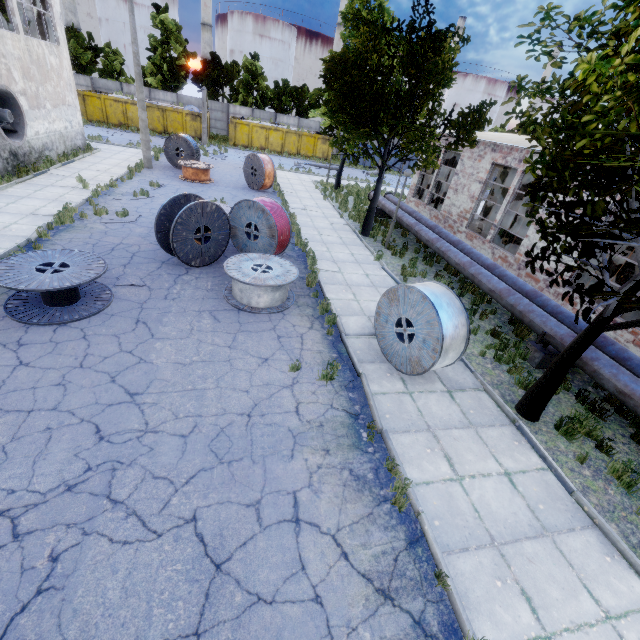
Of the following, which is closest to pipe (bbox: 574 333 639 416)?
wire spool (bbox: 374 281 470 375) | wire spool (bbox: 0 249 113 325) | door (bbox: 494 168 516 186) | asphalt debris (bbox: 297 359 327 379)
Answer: wire spool (bbox: 374 281 470 375)

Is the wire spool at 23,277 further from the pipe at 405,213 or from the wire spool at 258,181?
the wire spool at 258,181

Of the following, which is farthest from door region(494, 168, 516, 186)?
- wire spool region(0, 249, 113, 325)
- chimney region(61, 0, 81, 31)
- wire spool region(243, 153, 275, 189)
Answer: chimney region(61, 0, 81, 31)

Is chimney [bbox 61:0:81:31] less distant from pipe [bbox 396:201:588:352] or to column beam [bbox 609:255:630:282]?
pipe [bbox 396:201:588:352]

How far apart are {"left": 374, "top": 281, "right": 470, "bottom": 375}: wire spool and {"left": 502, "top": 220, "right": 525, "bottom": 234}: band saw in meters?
9.7

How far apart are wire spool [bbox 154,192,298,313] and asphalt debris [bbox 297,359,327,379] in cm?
488

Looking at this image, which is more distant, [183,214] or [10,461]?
[183,214]

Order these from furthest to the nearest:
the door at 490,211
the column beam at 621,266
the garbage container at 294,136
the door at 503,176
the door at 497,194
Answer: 1. the garbage container at 294,136
2. the door at 490,211
3. the door at 497,194
4. the door at 503,176
5. the column beam at 621,266
